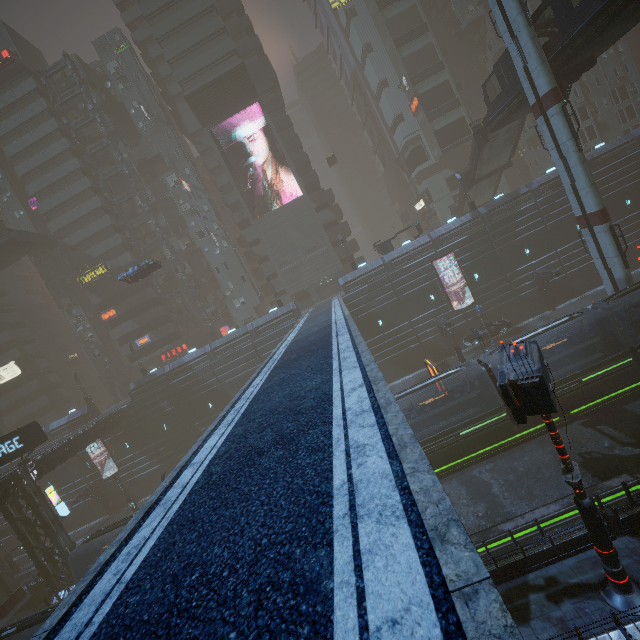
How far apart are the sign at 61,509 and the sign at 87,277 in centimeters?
2933cm

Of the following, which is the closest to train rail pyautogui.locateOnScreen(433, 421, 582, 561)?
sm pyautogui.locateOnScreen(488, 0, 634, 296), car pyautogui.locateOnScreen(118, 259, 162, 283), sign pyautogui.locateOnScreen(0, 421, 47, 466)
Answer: sm pyautogui.locateOnScreen(488, 0, 634, 296)

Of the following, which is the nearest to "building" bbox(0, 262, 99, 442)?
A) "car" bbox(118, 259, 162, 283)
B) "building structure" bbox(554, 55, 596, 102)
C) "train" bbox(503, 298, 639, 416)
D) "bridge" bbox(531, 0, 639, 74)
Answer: "train" bbox(503, 298, 639, 416)

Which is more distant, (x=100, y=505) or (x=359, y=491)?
(x=100, y=505)

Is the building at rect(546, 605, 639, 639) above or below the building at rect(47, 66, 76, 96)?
below

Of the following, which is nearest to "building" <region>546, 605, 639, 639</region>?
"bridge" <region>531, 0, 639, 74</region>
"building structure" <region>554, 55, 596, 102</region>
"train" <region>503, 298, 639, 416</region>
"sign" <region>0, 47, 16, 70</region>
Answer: "sign" <region>0, 47, 16, 70</region>

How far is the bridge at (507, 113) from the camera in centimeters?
2564cm

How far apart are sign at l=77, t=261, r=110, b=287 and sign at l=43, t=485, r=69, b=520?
29.3m
